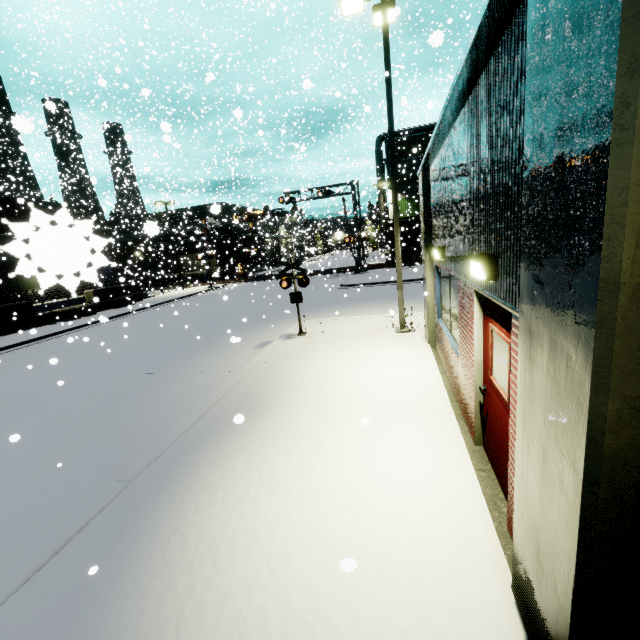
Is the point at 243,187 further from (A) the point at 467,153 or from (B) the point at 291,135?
(A) the point at 467,153

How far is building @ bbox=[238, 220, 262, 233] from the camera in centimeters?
3794cm

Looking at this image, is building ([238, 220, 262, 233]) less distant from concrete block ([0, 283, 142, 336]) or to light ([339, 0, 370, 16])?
concrete block ([0, 283, 142, 336])

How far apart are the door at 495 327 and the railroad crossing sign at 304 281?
6.9 meters

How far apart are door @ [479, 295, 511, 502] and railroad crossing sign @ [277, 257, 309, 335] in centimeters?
686cm

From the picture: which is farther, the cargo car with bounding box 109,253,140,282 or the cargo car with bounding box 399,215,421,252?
the cargo car with bounding box 399,215,421,252

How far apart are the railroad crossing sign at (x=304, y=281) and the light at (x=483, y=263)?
7.72m

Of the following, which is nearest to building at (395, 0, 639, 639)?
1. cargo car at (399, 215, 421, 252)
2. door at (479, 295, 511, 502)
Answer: door at (479, 295, 511, 502)
